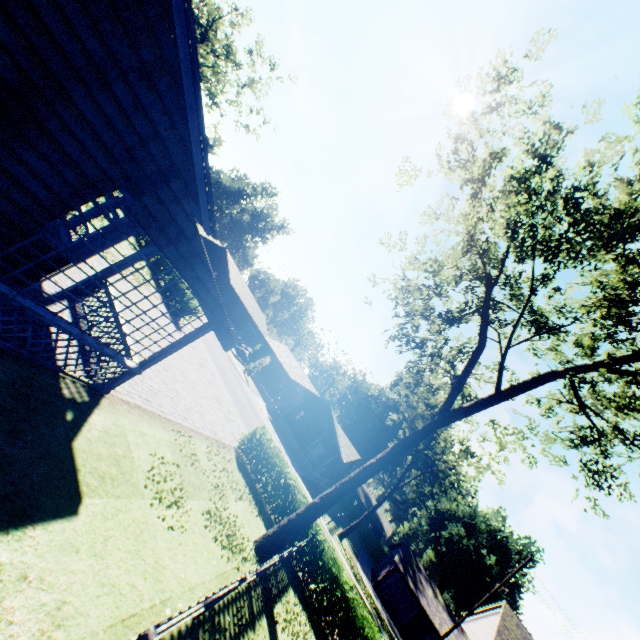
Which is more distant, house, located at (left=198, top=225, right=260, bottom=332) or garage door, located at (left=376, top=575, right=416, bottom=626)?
house, located at (left=198, top=225, right=260, bottom=332)

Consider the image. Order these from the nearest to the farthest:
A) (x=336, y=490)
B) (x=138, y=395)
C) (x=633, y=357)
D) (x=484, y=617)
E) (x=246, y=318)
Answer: (x=138, y=395)
(x=633, y=357)
(x=336, y=490)
(x=484, y=617)
(x=246, y=318)

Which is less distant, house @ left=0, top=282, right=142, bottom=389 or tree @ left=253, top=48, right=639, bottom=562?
house @ left=0, top=282, right=142, bottom=389

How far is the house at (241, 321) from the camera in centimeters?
4852cm

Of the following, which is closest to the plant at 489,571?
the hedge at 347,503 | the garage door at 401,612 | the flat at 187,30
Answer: the hedge at 347,503

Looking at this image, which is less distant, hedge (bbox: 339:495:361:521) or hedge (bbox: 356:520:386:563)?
hedge (bbox: 356:520:386:563)

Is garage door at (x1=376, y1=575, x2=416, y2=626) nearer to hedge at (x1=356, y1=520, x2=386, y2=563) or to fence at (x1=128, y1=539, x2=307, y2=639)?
hedge at (x1=356, y1=520, x2=386, y2=563)

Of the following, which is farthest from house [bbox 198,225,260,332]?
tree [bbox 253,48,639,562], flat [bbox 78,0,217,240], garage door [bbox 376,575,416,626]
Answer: garage door [bbox 376,575,416,626]
